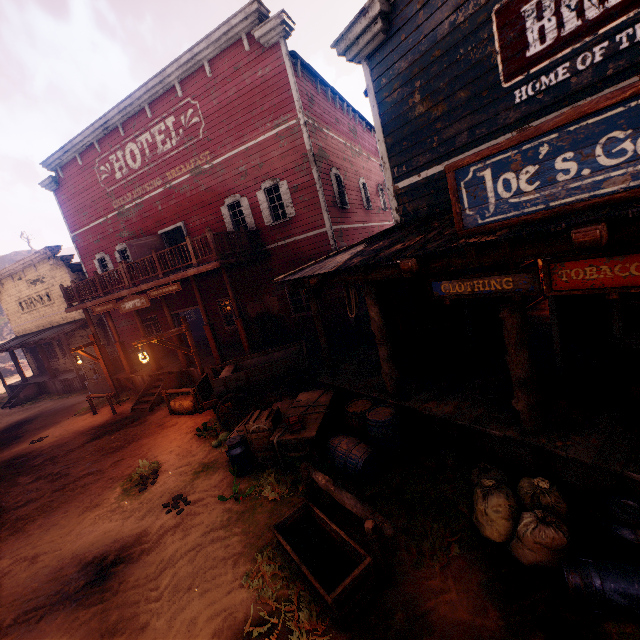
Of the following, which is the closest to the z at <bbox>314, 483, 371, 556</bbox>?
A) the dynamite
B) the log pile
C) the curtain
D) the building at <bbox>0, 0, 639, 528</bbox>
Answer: the building at <bbox>0, 0, 639, 528</bbox>

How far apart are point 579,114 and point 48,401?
25.9m

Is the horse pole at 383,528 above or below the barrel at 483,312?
below

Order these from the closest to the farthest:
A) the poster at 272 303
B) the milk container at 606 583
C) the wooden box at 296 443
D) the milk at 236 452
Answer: the milk container at 606 583 → the wooden box at 296 443 → the milk at 236 452 → the poster at 272 303

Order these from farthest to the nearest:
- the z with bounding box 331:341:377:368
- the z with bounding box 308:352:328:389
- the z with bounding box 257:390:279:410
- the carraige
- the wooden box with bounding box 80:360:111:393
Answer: the wooden box with bounding box 80:360:111:393
the z with bounding box 331:341:377:368
the z with bounding box 308:352:328:389
the z with bounding box 257:390:279:410
the carraige

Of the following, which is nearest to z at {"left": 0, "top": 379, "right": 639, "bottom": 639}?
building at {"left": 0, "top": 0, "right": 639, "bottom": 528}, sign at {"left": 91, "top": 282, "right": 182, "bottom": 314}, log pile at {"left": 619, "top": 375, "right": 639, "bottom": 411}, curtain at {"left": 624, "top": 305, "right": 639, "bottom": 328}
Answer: building at {"left": 0, "top": 0, "right": 639, "bottom": 528}

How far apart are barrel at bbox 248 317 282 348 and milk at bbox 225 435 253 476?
6.8 meters

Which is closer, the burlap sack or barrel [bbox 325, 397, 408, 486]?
the burlap sack
